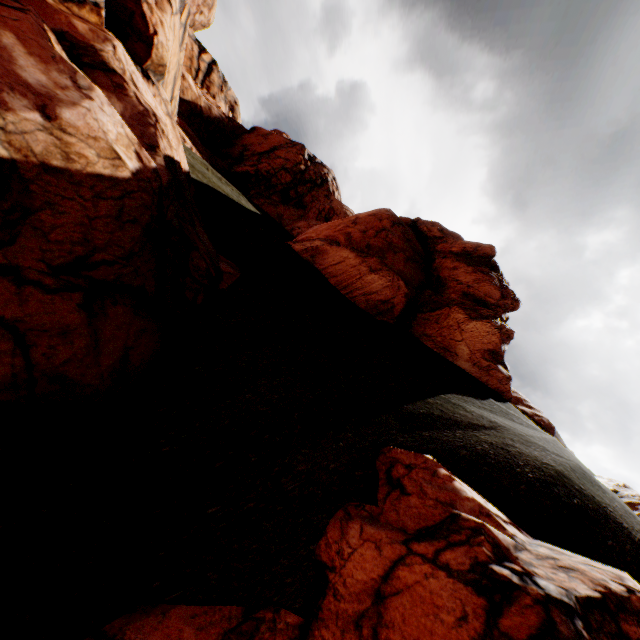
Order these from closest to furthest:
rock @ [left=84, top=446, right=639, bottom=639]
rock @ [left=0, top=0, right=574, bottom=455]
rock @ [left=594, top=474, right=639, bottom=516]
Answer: rock @ [left=84, top=446, right=639, bottom=639]
rock @ [left=0, top=0, right=574, bottom=455]
rock @ [left=594, top=474, right=639, bottom=516]

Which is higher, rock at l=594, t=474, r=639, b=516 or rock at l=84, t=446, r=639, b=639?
rock at l=594, t=474, r=639, b=516

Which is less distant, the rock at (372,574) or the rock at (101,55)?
the rock at (372,574)

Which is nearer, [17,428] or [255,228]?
[17,428]

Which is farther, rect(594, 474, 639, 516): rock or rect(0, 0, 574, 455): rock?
rect(594, 474, 639, 516): rock
